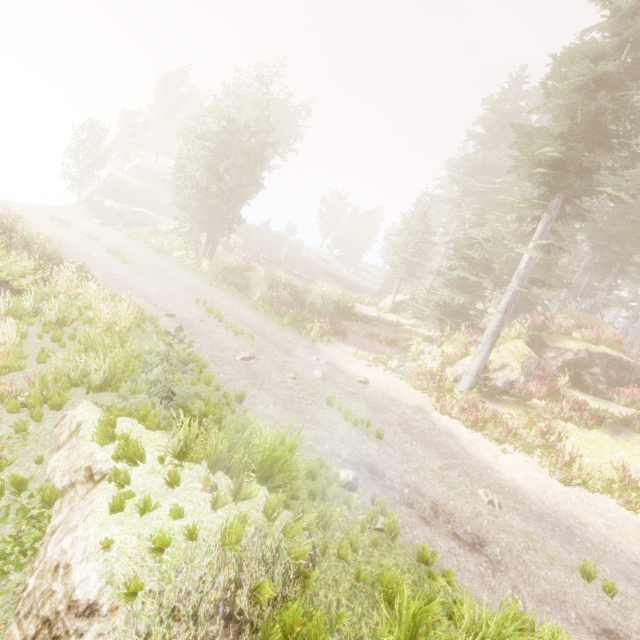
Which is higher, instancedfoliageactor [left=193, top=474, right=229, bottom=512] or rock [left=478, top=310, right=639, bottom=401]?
rock [left=478, top=310, right=639, bottom=401]

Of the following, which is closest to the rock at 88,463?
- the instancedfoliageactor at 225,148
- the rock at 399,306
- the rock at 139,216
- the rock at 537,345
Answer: the instancedfoliageactor at 225,148

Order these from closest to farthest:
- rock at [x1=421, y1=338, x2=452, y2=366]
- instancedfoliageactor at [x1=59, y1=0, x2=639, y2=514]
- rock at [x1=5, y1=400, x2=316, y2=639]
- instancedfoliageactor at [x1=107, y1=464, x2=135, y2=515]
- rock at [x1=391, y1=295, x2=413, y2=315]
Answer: rock at [x1=5, y1=400, x2=316, y2=639], instancedfoliageactor at [x1=107, y1=464, x2=135, y2=515], instancedfoliageactor at [x1=59, y1=0, x2=639, y2=514], rock at [x1=421, y1=338, x2=452, y2=366], rock at [x1=391, y1=295, x2=413, y2=315]

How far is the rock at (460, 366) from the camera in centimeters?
1556cm

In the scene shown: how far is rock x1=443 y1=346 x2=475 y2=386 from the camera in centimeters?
1556cm

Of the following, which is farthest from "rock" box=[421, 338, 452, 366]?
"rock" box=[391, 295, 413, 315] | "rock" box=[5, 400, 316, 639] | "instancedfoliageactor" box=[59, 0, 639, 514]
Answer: "rock" box=[5, 400, 316, 639]

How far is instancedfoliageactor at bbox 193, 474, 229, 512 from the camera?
4.2m

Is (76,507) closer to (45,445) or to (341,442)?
(45,445)
